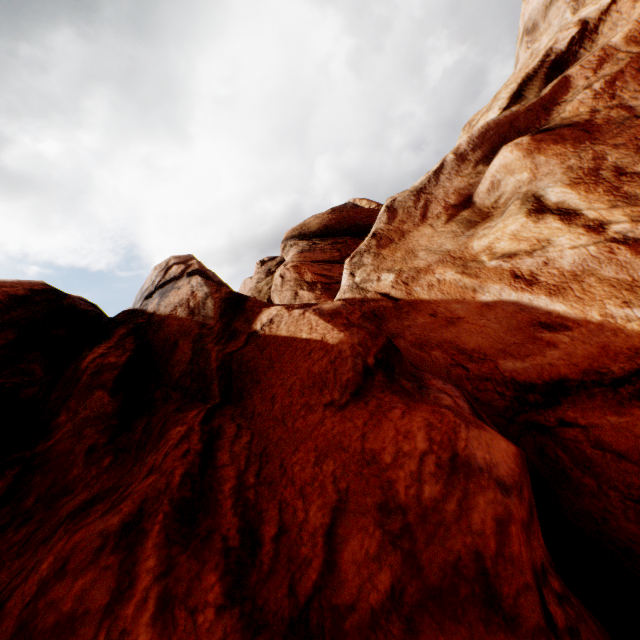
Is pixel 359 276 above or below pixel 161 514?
above
